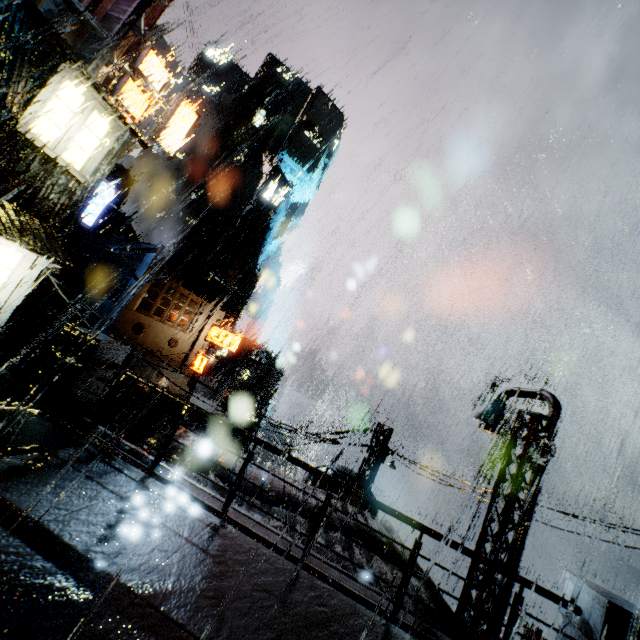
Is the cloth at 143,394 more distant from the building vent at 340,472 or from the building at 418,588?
the building vent at 340,472

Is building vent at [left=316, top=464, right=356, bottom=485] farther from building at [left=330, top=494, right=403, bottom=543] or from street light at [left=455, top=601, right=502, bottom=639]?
street light at [left=455, top=601, right=502, bottom=639]

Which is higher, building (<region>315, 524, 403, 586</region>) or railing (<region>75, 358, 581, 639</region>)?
railing (<region>75, 358, 581, 639</region>)

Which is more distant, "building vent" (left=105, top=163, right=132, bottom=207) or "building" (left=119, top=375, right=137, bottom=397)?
"building vent" (left=105, top=163, right=132, bottom=207)

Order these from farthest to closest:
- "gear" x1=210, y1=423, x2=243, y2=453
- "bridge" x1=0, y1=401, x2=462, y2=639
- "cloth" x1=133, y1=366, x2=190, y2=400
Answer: "gear" x1=210, y1=423, x2=243, y2=453, "cloth" x1=133, y1=366, x2=190, y2=400, "bridge" x1=0, y1=401, x2=462, y2=639

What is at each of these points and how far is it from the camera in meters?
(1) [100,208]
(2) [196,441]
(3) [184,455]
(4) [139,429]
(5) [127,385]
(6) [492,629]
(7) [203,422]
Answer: (1) sign, 18.3
(2) building, 10.9
(3) building, 9.2
(4) building, 25.9
(5) building, 21.2
(6) street light, 7.9
(7) building, 33.0

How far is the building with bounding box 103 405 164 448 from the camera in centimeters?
923cm

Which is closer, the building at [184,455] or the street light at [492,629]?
the street light at [492,629]
